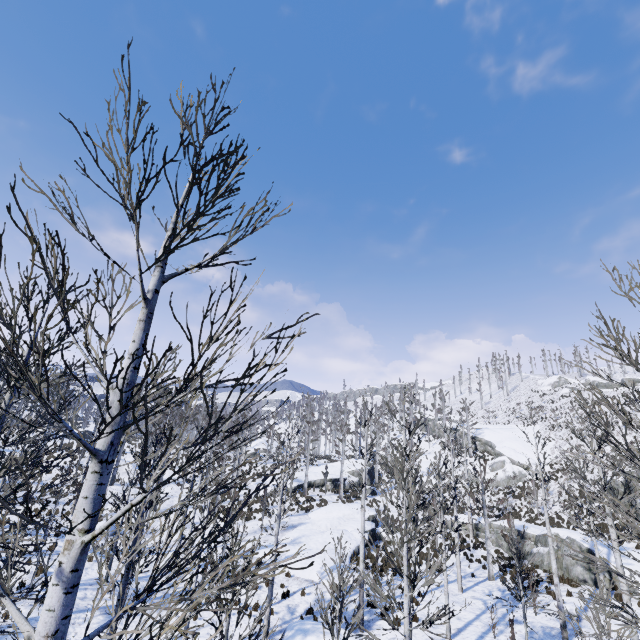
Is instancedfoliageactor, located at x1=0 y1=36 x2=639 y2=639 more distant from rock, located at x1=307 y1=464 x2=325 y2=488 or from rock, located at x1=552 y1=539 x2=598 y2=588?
rock, located at x1=307 y1=464 x2=325 y2=488

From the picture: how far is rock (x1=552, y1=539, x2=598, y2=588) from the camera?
18.0m

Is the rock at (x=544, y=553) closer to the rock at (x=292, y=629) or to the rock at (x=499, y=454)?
the rock at (x=499, y=454)

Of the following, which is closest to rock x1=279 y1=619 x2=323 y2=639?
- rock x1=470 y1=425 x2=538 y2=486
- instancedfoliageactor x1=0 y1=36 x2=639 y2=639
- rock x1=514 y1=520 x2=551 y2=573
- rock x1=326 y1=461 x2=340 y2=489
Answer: instancedfoliageactor x1=0 y1=36 x2=639 y2=639

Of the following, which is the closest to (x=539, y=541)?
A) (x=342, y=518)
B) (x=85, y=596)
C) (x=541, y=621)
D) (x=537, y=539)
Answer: (x=537, y=539)

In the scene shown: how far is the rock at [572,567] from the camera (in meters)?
18.00

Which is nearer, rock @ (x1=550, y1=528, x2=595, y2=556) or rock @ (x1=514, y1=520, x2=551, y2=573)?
rock @ (x1=550, y1=528, x2=595, y2=556)

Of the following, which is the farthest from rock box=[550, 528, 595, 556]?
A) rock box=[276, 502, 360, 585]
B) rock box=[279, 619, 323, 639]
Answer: rock box=[279, 619, 323, 639]
